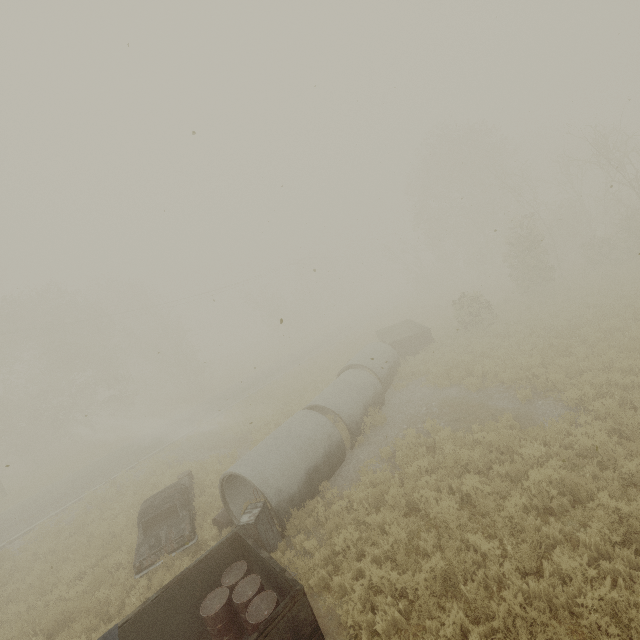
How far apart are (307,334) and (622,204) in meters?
39.3

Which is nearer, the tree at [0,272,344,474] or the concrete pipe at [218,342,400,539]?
the concrete pipe at [218,342,400,539]

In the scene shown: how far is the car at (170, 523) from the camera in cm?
899

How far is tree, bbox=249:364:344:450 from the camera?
16.0 meters

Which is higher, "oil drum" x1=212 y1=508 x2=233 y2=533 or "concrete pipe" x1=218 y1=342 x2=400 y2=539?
"concrete pipe" x1=218 y1=342 x2=400 y2=539

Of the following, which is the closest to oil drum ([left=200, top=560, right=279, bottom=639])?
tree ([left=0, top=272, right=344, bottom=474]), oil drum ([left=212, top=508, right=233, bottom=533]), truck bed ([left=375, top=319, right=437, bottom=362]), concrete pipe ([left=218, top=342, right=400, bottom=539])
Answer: concrete pipe ([left=218, top=342, right=400, bottom=539])

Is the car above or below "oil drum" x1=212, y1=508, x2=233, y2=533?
above

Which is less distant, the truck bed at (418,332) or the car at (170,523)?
the car at (170,523)
